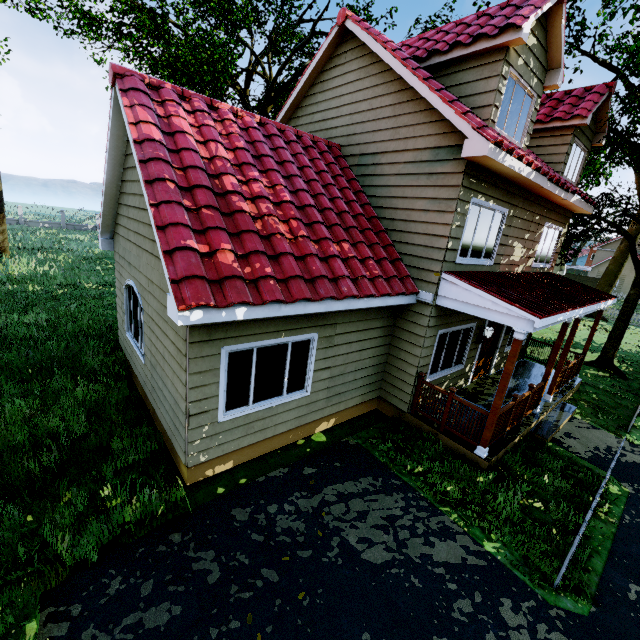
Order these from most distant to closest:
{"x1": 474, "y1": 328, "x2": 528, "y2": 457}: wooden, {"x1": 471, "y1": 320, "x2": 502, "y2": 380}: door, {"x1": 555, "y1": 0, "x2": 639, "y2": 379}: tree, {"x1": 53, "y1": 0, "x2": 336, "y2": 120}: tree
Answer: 1. {"x1": 53, "y1": 0, "x2": 336, "y2": 120}: tree
2. {"x1": 471, "y1": 320, "x2": 502, "y2": 380}: door
3. {"x1": 555, "y1": 0, "x2": 639, "y2": 379}: tree
4. {"x1": 474, "y1": 328, "x2": 528, "y2": 457}: wooden

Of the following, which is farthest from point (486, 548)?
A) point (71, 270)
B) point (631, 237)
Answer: point (71, 270)

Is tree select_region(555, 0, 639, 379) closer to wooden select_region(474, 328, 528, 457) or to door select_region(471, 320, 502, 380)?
door select_region(471, 320, 502, 380)

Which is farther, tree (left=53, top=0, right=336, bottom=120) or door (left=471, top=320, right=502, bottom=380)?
tree (left=53, top=0, right=336, bottom=120)

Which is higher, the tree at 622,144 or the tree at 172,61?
the tree at 172,61

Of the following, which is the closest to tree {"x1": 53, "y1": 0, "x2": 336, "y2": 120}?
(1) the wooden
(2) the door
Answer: (2) the door

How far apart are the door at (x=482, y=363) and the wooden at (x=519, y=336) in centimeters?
350cm
